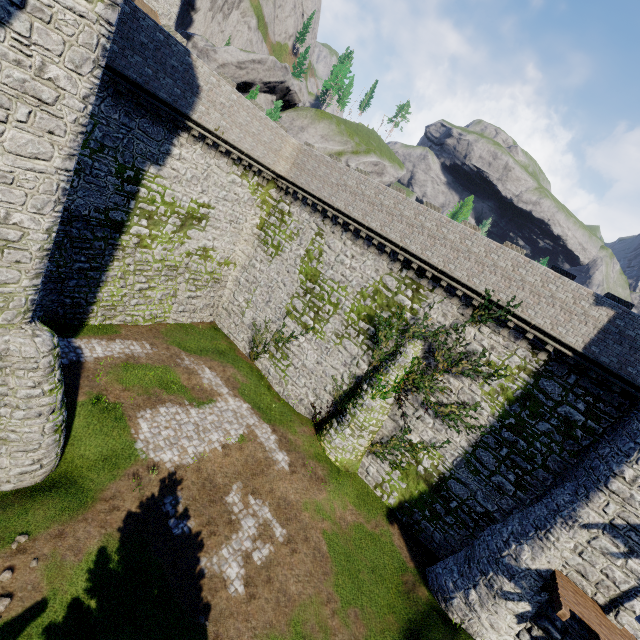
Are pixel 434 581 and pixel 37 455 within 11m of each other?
no

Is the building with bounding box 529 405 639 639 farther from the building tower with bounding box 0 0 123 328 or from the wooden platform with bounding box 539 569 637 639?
the building tower with bounding box 0 0 123 328

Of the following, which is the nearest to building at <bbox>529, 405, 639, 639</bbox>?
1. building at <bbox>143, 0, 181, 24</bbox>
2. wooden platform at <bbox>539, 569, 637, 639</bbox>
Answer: wooden platform at <bbox>539, 569, 637, 639</bbox>

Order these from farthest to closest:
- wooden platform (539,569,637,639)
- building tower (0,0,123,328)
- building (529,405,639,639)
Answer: building (529,405,639,639) → wooden platform (539,569,637,639) → building tower (0,0,123,328)

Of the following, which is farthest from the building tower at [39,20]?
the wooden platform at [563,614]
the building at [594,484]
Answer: the wooden platform at [563,614]

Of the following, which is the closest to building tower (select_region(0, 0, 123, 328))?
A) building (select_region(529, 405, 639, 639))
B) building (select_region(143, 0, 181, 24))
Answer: building (select_region(529, 405, 639, 639))

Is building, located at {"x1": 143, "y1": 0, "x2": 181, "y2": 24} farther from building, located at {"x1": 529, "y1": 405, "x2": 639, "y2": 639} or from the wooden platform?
the wooden platform

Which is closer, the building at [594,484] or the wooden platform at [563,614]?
the wooden platform at [563,614]
